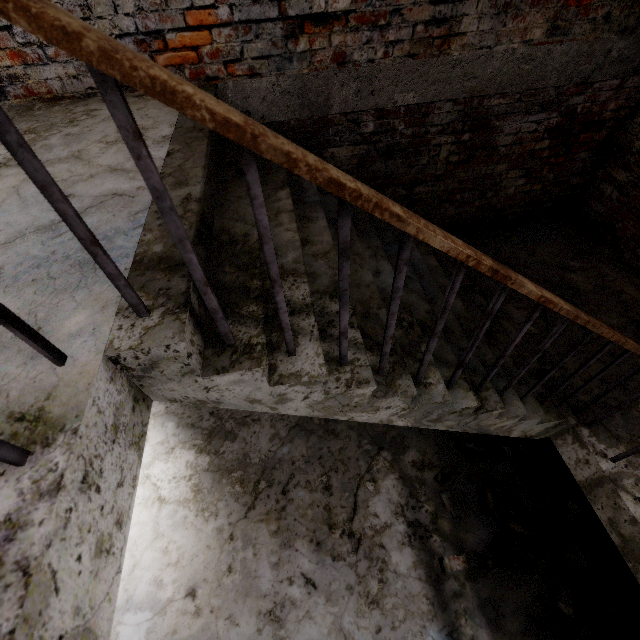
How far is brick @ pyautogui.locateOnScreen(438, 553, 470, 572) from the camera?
3.2m

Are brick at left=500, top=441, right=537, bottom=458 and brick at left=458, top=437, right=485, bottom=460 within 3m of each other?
yes

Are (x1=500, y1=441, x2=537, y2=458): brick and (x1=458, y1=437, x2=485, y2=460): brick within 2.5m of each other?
yes

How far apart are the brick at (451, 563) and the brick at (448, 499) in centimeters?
40cm

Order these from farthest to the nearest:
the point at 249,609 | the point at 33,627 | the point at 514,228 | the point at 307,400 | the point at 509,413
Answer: the point at 514,228, the point at 249,609, the point at 509,413, the point at 307,400, the point at 33,627

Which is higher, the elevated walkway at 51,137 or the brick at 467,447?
the elevated walkway at 51,137

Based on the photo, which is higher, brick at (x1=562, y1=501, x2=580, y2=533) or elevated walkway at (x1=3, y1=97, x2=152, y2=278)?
elevated walkway at (x1=3, y1=97, x2=152, y2=278)

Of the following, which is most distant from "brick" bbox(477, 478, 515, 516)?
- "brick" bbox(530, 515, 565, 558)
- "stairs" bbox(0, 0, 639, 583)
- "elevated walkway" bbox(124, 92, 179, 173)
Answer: "elevated walkway" bbox(124, 92, 179, 173)
